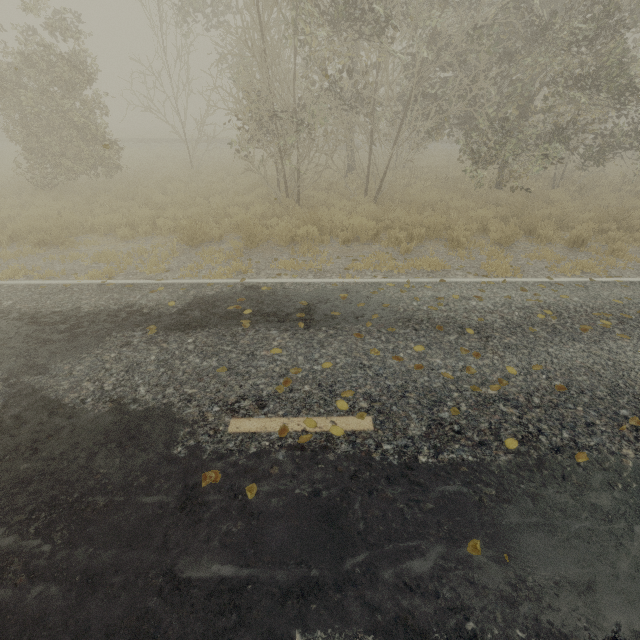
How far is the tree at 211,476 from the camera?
2.82m

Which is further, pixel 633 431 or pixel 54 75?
pixel 54 75

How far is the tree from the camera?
2.82m
